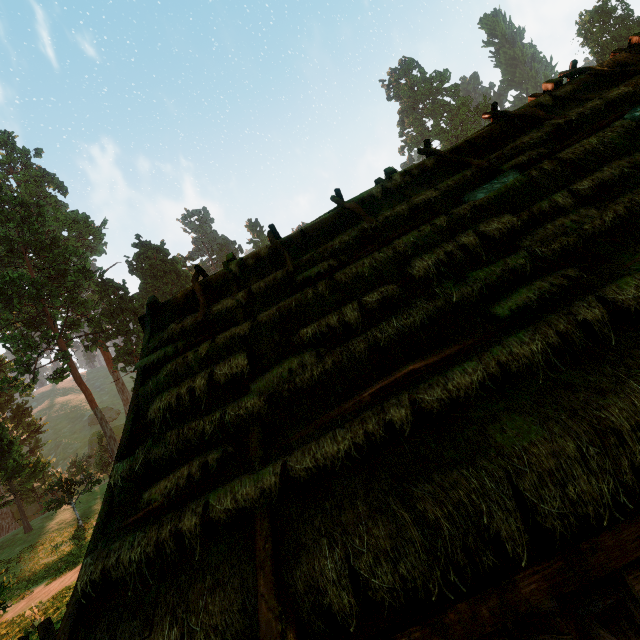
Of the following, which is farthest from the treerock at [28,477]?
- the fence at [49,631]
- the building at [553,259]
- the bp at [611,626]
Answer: the bp at [611,626]

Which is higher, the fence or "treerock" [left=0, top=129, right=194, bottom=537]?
"treerock" [left=0, top=129, right=194, bottom=537]

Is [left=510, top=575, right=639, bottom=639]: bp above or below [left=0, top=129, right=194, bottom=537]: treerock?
below

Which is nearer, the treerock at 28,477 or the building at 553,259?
the building at 553,259

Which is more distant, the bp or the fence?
the fence

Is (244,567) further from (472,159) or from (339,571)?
(472,159)

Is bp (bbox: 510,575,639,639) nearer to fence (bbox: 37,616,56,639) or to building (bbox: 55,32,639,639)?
building (bbox: 55,32,639,639)

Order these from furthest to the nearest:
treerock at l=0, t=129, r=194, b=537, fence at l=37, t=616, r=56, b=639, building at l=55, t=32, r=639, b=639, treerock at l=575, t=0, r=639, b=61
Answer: treerock at l=575, t=0, r=639, b=61, treerock at l=0, t=129, r=194, b=537, fence at l=37, t=616, r=56, b=639, building at l=55, t=32, r=639, b=639
